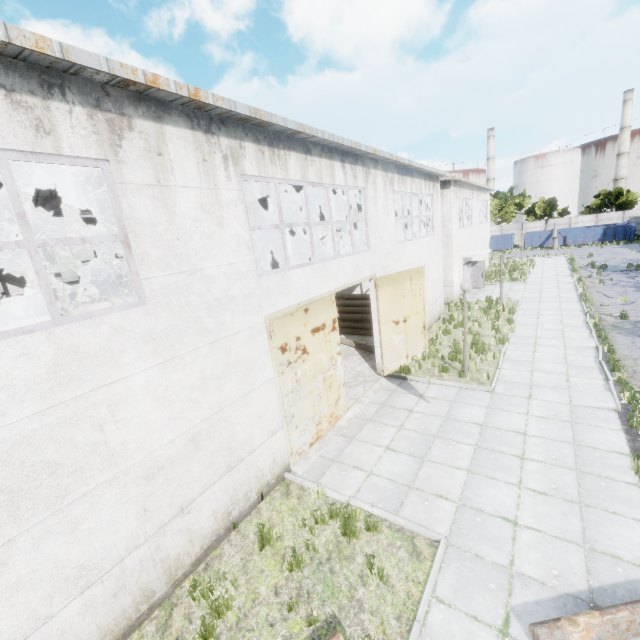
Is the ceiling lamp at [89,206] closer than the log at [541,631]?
No

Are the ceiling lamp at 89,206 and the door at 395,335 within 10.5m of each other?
yes

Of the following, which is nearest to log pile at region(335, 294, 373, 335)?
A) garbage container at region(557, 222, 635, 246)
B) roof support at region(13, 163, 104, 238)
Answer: roof support at region(13, 163, 104, 238)

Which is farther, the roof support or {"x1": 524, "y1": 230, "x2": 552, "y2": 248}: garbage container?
{"x1": 524, "y1": 230, "x2": 552, "y2": 248}: garbage container

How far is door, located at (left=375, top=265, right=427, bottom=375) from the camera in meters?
11.9

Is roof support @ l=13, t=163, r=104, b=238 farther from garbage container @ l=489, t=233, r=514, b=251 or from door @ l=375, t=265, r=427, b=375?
garbage container @ l=489, t=233, r=514, b=251

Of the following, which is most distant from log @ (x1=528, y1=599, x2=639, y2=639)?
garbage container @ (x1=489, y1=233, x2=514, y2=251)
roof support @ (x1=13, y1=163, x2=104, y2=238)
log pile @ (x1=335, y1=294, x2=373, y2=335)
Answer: garbage container @ (x1=489, y1=233, x2=514, y2=251)

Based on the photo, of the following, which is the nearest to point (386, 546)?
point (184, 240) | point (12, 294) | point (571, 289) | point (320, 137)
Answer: point (184, 240)
